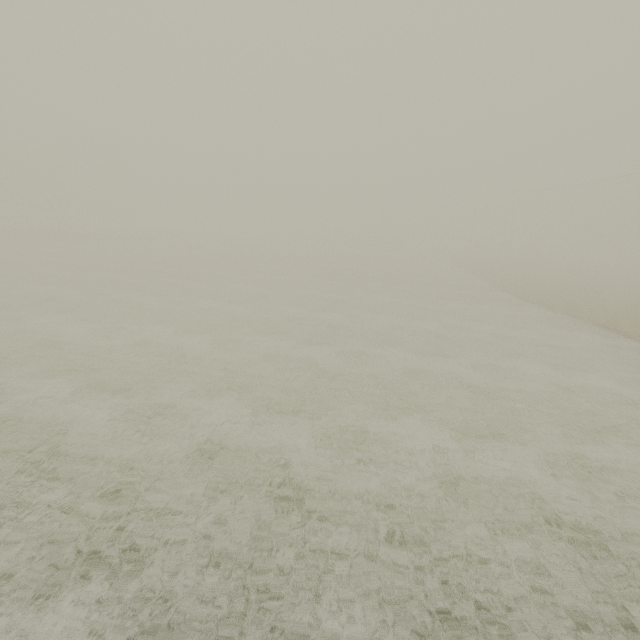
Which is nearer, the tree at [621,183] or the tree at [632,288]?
the tree at [632,288]

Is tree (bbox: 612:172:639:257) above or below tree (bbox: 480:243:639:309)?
above

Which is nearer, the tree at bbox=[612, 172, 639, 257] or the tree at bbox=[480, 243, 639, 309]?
the tree at bbox=[480, 243, 639, 309]

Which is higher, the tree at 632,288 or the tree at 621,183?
the tree at 621,183

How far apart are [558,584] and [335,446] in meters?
4.6
